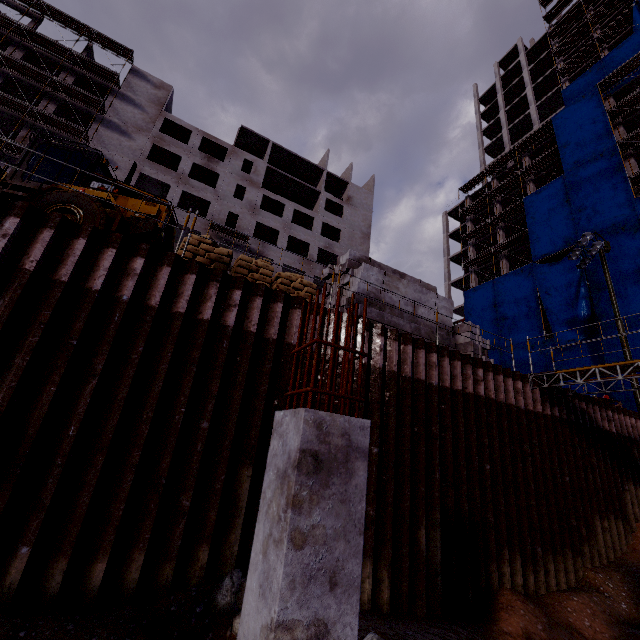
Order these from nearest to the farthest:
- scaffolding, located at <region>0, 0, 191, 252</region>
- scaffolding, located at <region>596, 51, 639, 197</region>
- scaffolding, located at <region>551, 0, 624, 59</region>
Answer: scaffolding, located at <region>0, 0, 191, 252</region> → scaffolding, located at <region>596, 51, 639, 197</region> → scaffolding, located at <region>551, 0, 624, 59</region>

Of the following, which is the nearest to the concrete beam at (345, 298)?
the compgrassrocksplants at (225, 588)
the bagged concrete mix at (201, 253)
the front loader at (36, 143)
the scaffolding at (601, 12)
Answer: the bagged concrete mix at (201, 253)

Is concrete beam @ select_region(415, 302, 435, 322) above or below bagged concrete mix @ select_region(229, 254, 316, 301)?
above

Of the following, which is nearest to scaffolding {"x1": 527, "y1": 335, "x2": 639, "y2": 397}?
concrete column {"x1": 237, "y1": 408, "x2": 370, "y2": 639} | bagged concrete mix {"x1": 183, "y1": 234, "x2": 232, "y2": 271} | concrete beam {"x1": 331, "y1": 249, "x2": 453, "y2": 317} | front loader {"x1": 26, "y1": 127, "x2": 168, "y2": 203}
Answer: concrete beam {"x1": 331, "y1": 249, "x2": 453, "y2": 317}

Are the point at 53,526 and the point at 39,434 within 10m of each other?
yes

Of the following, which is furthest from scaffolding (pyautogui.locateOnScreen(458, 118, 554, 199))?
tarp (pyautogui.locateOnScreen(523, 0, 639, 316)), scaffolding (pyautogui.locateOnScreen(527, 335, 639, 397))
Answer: scaffolding (pyautogui.locateOnScreen(527, 335, 639, 397))

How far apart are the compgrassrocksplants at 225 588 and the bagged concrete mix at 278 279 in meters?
5.7 m

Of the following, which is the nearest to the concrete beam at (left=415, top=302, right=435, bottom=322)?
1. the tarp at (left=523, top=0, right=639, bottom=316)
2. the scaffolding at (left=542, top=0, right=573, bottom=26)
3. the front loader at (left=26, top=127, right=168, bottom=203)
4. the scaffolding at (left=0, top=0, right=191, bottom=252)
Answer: the front loader at (left=26, top=127, right=168, bottom=203)
